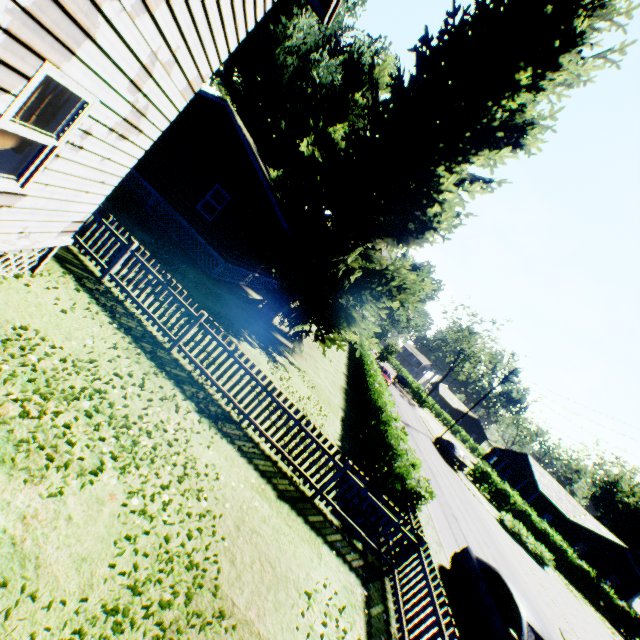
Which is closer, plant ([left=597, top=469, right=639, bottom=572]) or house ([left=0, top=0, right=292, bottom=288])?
house ([left=0, top=0, right=292, bottom=288])

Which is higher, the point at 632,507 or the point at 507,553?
the point at 632,507

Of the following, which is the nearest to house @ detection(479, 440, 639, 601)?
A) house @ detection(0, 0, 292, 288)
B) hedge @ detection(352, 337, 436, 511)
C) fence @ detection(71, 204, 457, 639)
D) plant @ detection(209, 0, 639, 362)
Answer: plant @ detection(209, 0, 639, 362)

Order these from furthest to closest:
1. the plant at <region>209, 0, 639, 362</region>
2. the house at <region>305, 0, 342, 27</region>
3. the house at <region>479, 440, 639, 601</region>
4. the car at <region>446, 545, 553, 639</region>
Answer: the house at <region>479, 440, 639, 601</region> → the plant at <region>209, 0, 639, 362</region> → the car at <region>446, 545, 553, 639</region> → the house at <region>305, 0, 342, 27</region>

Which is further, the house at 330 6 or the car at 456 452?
the car at 456 452

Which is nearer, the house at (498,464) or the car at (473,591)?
the car at (473,591)

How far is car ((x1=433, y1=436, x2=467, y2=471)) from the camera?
30.2m

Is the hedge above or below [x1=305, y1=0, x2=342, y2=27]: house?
below
